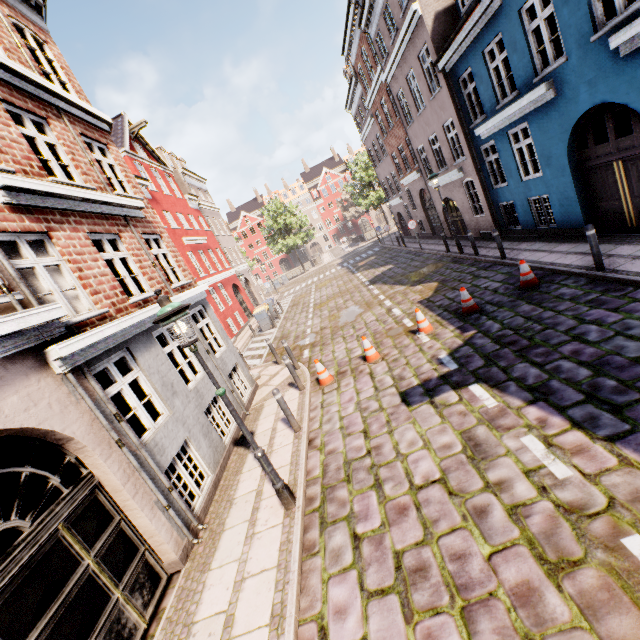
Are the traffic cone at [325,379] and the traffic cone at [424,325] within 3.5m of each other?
yes

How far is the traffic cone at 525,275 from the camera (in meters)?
8.49

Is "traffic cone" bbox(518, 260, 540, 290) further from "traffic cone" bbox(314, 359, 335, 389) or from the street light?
the street light

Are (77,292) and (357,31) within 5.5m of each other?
no

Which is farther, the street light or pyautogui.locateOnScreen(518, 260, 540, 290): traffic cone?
pyautogui.locateOnScreen(518, 260, 540, 290): traffic cone

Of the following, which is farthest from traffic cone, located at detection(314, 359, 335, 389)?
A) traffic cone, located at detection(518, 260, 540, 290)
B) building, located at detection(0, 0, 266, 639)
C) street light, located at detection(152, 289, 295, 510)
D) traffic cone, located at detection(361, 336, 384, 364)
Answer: traffic cone, located at detection(518, 260, 540, 290)

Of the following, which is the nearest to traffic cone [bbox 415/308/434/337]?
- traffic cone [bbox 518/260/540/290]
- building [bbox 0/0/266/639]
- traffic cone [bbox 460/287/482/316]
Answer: traffic cone [bbox 460/287/482/316]

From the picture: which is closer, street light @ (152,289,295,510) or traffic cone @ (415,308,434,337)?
street light @ (152,289,295,510)
